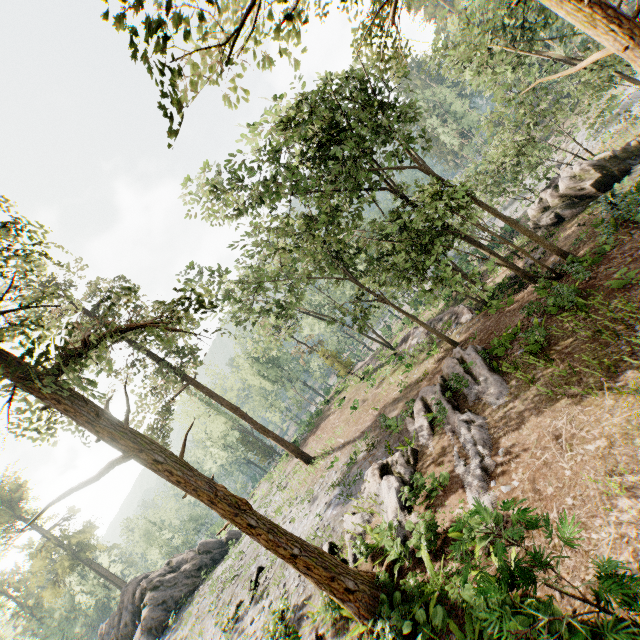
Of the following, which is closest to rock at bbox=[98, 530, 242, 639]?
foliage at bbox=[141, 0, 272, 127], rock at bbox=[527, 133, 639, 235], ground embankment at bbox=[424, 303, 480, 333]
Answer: foliage at bbox=[141, 0, 272, 127]

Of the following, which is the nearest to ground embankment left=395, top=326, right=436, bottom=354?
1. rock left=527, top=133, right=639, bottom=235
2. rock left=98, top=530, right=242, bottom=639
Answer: rock left=527, top=133, right=639, bottom=235

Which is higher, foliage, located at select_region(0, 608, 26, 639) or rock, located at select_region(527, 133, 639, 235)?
foliage, located at select_region(0, 608, 26, 639)

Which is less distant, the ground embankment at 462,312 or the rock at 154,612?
the ground embankment at 462,312

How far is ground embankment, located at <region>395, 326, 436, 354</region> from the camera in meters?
25.8

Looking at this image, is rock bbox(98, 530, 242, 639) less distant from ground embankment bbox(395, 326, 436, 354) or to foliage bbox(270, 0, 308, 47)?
foliage bbox(270, 0, 308, 47)

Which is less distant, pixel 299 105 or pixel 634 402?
pixel 634 402

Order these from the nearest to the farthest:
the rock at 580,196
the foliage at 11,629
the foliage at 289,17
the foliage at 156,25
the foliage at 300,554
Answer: the foliage at 156,25 → the foliage at 289,17 → the foliage at 300,554 → the rock at 580,196 → the foliage at 11,629
